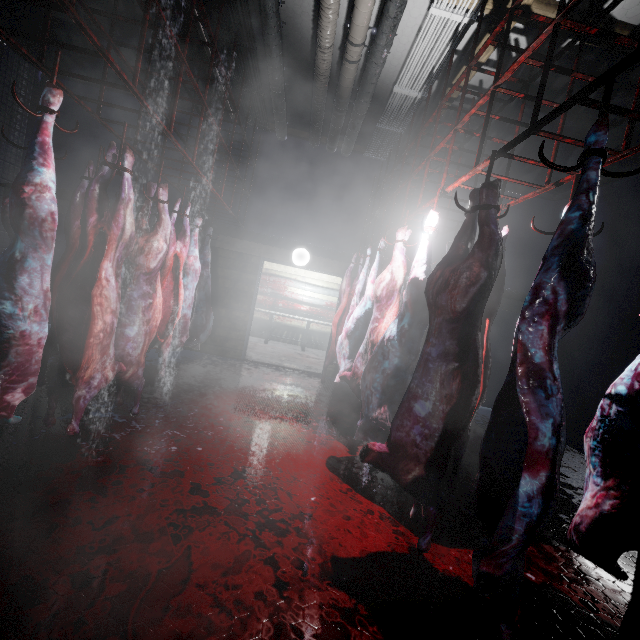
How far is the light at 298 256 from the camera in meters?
5.5

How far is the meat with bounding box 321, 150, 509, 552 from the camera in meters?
1.7

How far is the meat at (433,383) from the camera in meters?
1.7

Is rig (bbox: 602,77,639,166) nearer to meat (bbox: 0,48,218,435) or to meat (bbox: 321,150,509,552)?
meat (bbox: 321,150,509,552)

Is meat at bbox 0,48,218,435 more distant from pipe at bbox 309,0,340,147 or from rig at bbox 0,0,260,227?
pipe at bbox 309,0,340,147

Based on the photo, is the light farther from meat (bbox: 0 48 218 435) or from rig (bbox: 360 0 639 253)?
meat (bbox: 0 48 218 435)

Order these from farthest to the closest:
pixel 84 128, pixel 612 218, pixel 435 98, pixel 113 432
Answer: pixel 84 128
pixel 612 218
pixel 435 98
pixel 113 432

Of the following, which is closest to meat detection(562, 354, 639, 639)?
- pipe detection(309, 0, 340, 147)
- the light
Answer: pipe detection(309, 0, 340, 147)
